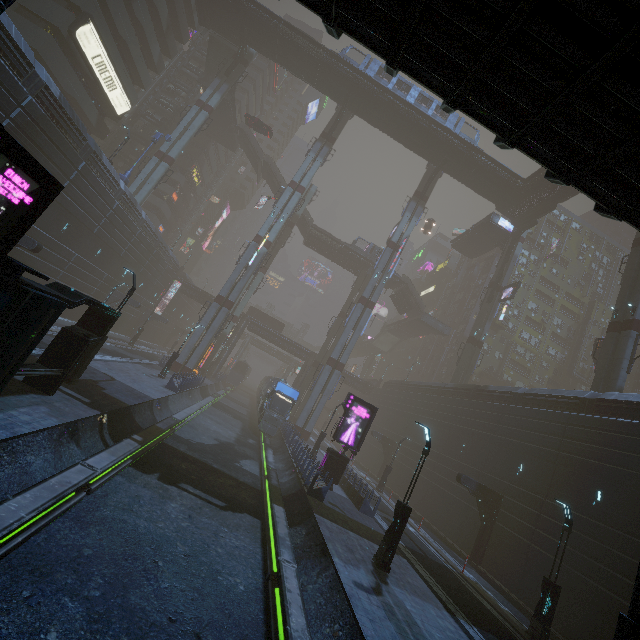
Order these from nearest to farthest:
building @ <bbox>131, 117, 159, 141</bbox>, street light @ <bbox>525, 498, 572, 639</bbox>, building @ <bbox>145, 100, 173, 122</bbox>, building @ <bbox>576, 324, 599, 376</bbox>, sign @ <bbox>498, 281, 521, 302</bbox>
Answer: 1. street light @ <bbox>525, 498, 572, 639</bbox>
2. sign @ <bbox>498, 281, 521, 302</bbox>
3. building @ <bbox>131, 117, 159, 141</bbox>
4. building @ <bbox>145, 100, 173, 122</bbox>
5. building @ <bbox>576, 324, 599, 376</bbox>

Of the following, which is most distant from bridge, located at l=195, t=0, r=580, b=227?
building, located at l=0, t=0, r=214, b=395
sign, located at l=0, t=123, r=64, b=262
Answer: sign, located at l=0, t=123, r=64, b=262

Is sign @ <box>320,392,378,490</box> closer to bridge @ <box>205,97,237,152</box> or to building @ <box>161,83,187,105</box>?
building @ <box>161,83,187,105</box>

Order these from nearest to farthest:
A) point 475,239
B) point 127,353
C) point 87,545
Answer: point 87,545 < point 127,353 < point 475,239

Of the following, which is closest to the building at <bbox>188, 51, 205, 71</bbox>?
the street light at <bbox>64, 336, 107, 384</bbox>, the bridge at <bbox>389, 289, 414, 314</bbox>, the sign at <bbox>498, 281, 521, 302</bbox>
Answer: the sign at <bbox>498, 281, 521, 302</bbox>

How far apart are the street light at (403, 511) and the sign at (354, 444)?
7.9m

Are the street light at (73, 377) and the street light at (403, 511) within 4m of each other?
no

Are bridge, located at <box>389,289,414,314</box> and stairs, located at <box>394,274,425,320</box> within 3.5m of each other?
yes
